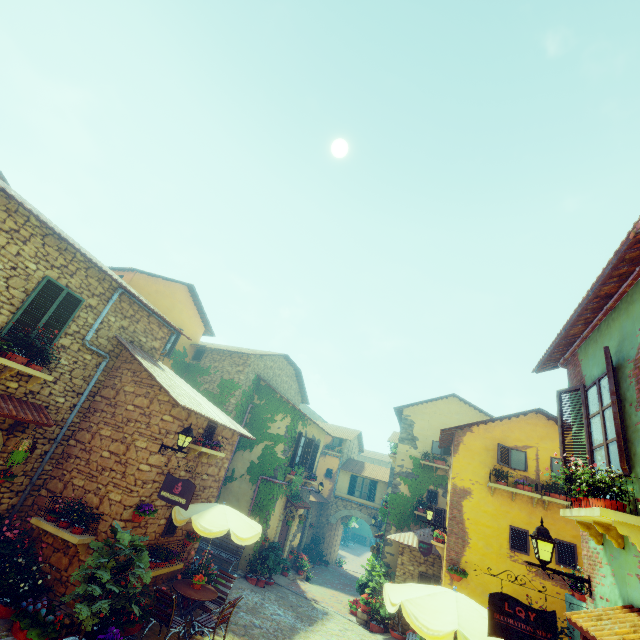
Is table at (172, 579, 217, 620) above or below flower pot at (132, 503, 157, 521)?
below

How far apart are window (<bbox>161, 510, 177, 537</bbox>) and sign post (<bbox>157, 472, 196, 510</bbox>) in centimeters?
173cm

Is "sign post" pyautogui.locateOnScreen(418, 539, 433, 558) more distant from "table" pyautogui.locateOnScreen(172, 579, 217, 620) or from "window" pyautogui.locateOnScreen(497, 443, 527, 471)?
"table" pyautogui.locateOnScreen(172, 579, 217, 620)

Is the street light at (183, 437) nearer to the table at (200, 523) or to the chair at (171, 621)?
the table at (200, 523)

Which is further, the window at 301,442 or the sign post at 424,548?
the window at 301,442

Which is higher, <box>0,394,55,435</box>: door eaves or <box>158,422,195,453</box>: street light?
<box>158,422,195,453</box>: street light

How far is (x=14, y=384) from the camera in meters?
7.5

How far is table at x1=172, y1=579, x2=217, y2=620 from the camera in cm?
799
